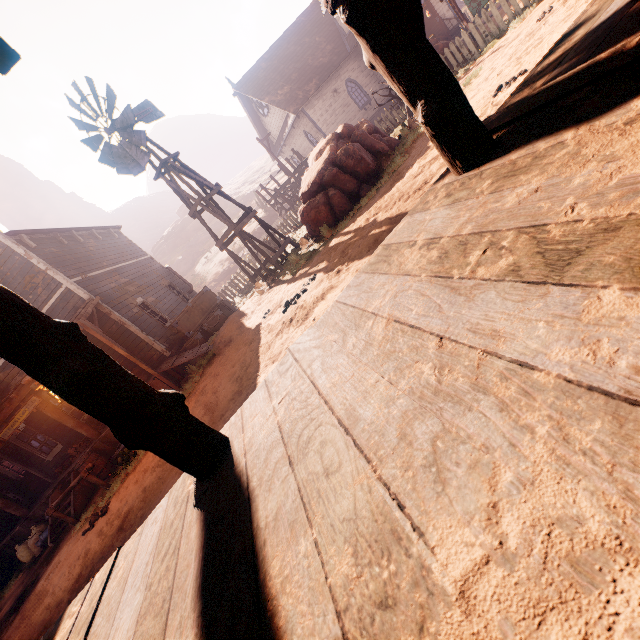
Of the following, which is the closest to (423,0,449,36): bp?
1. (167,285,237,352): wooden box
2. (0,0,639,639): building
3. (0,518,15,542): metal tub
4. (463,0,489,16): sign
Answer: (0,0,639,639): building

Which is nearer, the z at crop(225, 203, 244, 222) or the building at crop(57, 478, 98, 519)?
the building at crop(57, 478, 98, 519)

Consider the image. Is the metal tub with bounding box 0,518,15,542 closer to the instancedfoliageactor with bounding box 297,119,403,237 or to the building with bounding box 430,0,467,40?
the building with bounding box 430,0,467,40

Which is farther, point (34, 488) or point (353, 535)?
point (34, 488)

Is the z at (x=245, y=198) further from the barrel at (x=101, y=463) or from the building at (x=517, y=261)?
the barrel at (x=101, y=463)

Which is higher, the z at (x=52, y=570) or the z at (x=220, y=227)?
the z at (x=220, y=227)

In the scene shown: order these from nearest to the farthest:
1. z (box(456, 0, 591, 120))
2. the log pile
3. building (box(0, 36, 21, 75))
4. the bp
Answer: building (box(0, 36, 21, 75))
z (box(456, 0, 591, 120))
the log pile
the bp

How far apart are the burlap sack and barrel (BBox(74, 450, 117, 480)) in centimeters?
264cm
